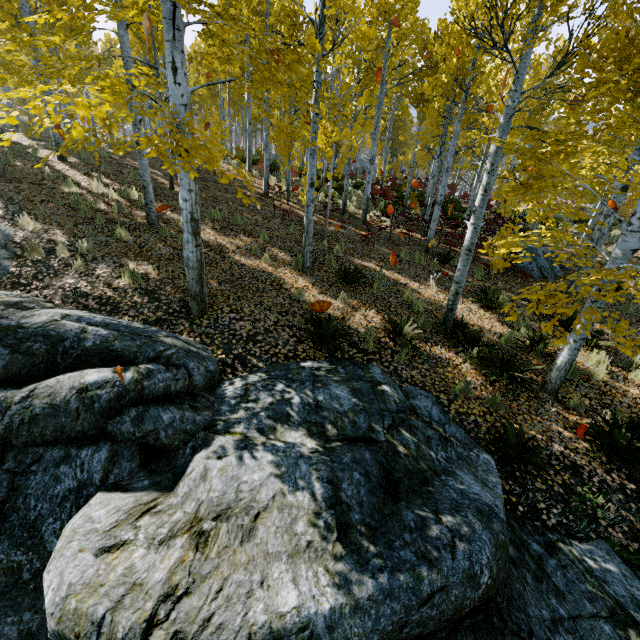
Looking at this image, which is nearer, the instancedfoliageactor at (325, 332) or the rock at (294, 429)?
the rock at (294, 429)

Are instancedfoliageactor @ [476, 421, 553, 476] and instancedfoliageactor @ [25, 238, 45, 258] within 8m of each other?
no

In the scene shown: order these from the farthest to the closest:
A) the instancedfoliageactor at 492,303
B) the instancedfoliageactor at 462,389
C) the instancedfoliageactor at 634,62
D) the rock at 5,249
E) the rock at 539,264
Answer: the rock at 539,264 < the instancedfoliageactor at 492,303 < the rock at 5,249 < the instancedfoliageactor at 462,389 < the instancedfoliageactor at 634,62

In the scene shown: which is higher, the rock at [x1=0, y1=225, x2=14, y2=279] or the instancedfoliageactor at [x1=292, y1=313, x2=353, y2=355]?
the rock at [x1=0, y1=225, x2=14, y2=279]

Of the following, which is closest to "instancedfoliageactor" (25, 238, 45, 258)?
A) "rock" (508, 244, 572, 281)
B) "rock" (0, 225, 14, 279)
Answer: "rock" (0, 225, 14, 279)

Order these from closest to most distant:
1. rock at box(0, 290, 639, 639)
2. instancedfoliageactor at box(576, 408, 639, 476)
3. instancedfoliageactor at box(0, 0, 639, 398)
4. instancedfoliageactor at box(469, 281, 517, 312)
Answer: rock at box(0, 290, 639, 639), instancedfoliageactor at box(0, 0, 639, 398), instancedfoliageactor at box(576, 408, 639, 476), instancedfoliageactor at box(469, 281, 517, 312)

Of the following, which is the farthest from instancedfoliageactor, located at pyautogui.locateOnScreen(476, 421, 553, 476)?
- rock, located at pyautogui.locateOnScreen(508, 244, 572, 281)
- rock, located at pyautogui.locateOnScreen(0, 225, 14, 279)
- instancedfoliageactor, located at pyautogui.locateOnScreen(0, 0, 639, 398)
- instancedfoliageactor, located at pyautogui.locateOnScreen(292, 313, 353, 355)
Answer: rock, located at pyautogui.locateOnScreen(508, 244, 572, 281)

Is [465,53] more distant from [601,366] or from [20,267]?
[20,267]
